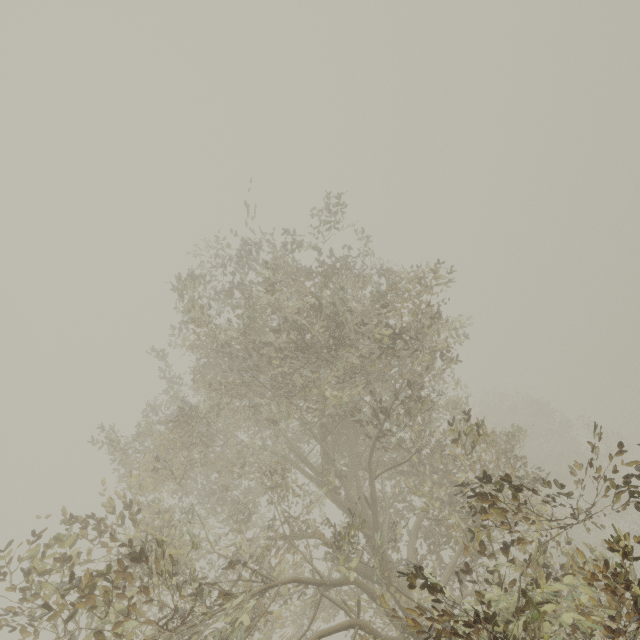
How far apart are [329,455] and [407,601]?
3.1m
